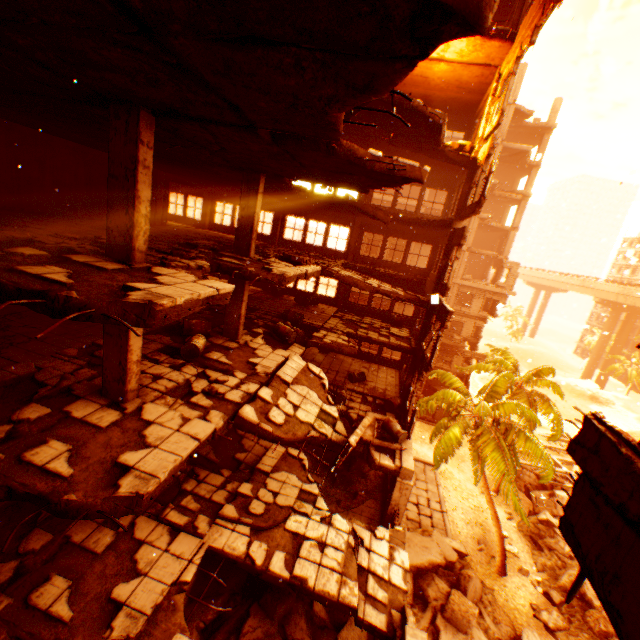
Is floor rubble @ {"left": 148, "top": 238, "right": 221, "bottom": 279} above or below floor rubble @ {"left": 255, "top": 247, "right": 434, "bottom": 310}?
above

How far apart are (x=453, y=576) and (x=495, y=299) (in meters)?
23.04

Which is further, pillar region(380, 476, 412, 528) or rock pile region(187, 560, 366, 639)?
pillar region(380, 476, 412, 528)

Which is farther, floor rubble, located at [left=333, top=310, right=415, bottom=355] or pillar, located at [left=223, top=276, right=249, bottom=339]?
floor rubble, located at [left=333, top=310, right=415, bottom=355]

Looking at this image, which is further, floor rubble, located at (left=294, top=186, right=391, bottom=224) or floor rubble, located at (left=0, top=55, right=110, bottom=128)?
floor rubble, located at (left=294, top=186, right=391, bottom=224)

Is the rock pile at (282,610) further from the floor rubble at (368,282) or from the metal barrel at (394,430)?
the floor rubble at (368,282)

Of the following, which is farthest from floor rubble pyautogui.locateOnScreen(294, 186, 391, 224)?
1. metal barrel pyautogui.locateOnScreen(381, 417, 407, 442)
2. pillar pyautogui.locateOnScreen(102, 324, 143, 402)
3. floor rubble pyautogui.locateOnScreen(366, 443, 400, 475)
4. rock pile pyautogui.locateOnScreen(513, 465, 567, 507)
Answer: rock pile pyautogui.locateOnScreen(513, 465, 567, 507)

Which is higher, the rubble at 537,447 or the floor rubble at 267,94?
the floor rubble at 267,94
